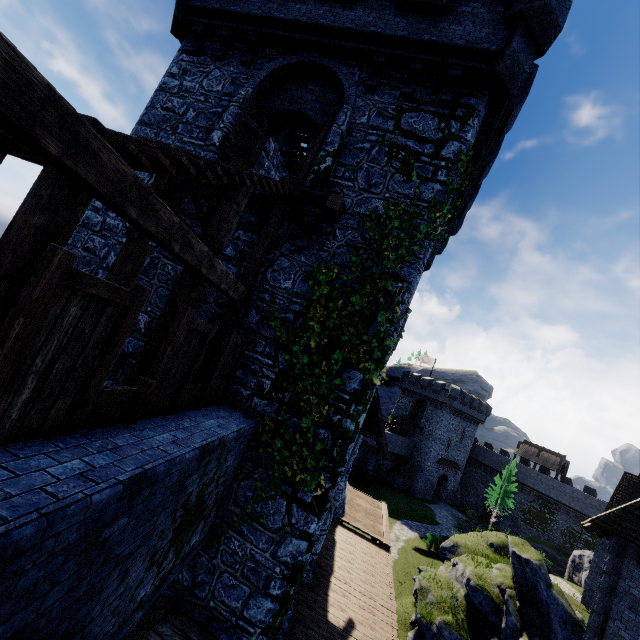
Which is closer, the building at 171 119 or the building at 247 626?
the building at 247 626

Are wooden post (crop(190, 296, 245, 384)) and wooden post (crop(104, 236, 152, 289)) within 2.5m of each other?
yes

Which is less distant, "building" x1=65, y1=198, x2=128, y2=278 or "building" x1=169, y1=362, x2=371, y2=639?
"building" x1=169, y1=362, x2=371, y2=639

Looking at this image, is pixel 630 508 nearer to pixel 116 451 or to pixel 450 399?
pixel 116 451

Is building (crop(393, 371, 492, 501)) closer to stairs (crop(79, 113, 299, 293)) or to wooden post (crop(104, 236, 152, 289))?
stairs (crop(79, 113, 299, 293))

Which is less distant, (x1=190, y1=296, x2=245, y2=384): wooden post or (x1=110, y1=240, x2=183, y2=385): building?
(x1=190, y1=296, x2=245, y2=384): wooden post

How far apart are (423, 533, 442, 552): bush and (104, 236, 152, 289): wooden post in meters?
33.4 m

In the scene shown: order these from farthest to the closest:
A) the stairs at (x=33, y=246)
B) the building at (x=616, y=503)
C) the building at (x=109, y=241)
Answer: the building at (x=616, y=503) < the building at (x=109, y=241) < the stairs at (x=33, y=246)
